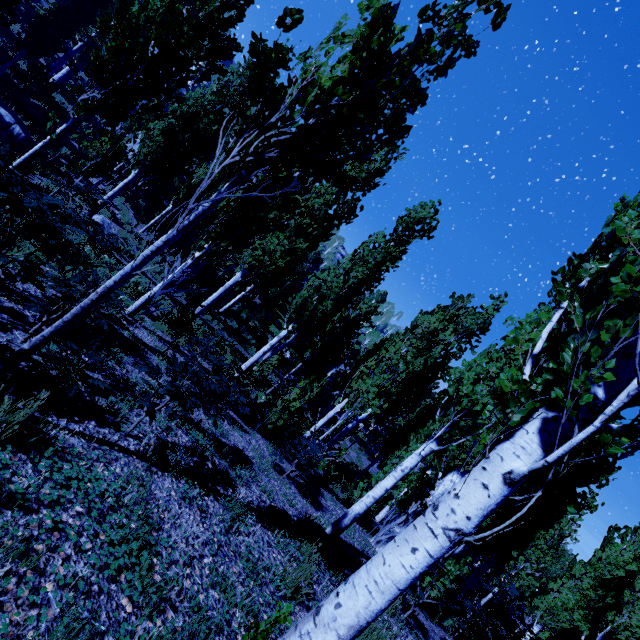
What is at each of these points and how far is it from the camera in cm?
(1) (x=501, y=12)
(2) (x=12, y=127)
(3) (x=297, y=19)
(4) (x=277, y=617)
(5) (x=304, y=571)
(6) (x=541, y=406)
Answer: (1) instancedfoliageactor, 287
(2) rock, 1255
(3) instancedfoliageactor, 231
(4) instancedfoliageactor, 258
(5) instancedfoliageactor, 362
(6) instancedfoliageactor, 849

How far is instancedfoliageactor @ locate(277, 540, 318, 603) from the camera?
3.5m

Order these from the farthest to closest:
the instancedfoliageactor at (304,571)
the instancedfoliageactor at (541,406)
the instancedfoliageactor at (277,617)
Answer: the instancedfoliageactor at (304,571)
the instancedfoliageactor at (277,617)
the instancedfoliageactor at (541,406)

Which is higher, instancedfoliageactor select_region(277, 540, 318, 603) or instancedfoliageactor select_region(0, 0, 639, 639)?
instancedfoliageactor select_region(277, 540, 318, 603)

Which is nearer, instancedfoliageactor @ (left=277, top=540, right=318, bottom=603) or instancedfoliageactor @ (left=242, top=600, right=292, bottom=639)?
instancedfoliageactor @ (left=242, top=600, right=292, bottom=639)

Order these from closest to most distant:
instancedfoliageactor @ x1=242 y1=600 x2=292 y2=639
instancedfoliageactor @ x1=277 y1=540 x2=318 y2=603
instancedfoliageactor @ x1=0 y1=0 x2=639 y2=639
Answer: instancedfoliageactor @ x1=0 y1=0 x2=639 y2=639, instancedfoliageactor @ x1=242 y1=600 x2=292 y2=639, instancedfoliageactor @ x1=277 y1=540 x2=318 y2=603

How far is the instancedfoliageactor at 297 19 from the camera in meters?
2.3 m
